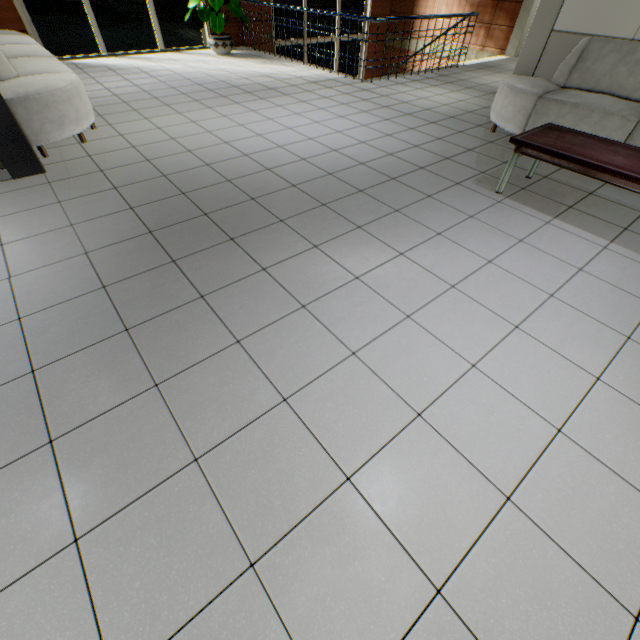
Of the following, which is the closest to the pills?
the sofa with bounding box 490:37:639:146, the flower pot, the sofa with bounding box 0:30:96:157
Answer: the flower pot

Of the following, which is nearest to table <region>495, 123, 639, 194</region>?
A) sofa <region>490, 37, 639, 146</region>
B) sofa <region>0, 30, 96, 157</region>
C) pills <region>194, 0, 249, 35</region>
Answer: sofa <region>490, 37, 639, 146</region>

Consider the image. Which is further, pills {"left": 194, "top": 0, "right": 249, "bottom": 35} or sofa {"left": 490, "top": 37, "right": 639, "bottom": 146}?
pills {"left": 194, "top": 0, "right": 249, "bottom": 35}

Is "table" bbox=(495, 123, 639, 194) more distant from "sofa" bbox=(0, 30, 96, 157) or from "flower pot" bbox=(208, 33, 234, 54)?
"flower pot" bbox=(208, 33, 234, 54)

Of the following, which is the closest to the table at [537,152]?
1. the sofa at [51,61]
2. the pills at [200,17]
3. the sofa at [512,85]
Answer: the sofa at [512,85]

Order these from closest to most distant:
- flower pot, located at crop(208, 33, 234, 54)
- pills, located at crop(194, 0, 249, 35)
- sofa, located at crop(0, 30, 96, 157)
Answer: sofa, located at crop(0, 30, 96, 157) < pills, located at crop(194, 0, 249, 35) < flower pot, located at crop(208, 33, 234, 54)

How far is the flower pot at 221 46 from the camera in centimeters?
789cm

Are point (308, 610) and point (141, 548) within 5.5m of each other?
yes
